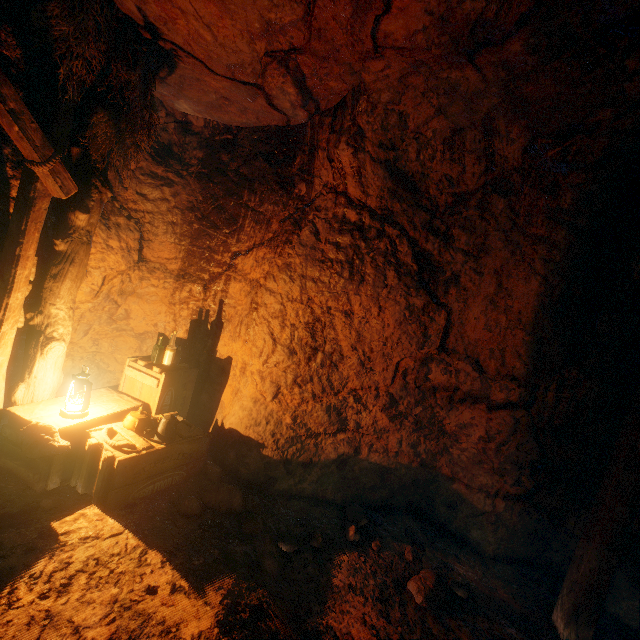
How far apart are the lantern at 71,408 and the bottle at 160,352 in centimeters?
87cm

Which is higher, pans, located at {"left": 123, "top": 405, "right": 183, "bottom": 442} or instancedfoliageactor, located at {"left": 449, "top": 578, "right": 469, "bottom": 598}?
pans, located at {"left": 123, "top": 405, "right": 183, "bottom": 442}

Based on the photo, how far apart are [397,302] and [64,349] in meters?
3.7

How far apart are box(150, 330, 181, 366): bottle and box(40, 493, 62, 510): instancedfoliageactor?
1.59m

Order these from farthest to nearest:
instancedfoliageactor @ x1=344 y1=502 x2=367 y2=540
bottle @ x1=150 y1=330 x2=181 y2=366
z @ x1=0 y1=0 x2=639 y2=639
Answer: bottle @ x1=150 y1=330 x2=181 y2=366 < instancedfoliageactor @ x1=344 y1=502 x2=367 y2=540 < z @ x1=0 y1=0 x2=639 y2=639

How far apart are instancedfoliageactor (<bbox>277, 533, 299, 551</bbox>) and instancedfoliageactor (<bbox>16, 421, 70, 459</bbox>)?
2.1m

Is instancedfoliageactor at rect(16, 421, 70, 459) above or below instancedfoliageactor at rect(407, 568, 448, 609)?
above

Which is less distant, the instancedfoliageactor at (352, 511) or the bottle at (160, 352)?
the instancedfoliageactor at (352, 511)
